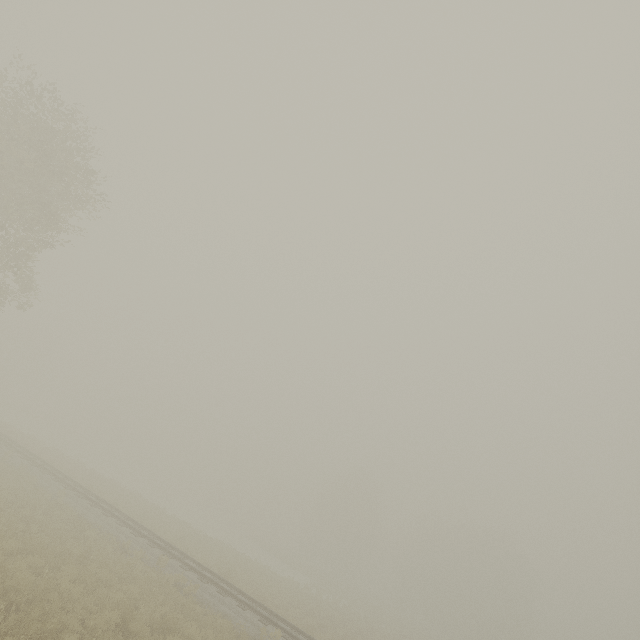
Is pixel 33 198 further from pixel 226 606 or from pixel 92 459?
pixel 92 459
